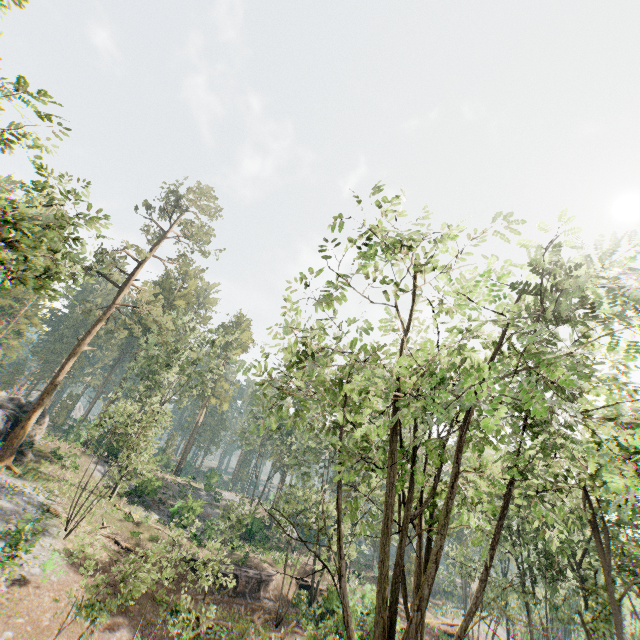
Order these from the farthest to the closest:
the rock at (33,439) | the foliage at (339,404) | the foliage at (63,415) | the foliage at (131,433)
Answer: the foliage at (63,415) < the rock at (33,439) < the foliage at (131,433) < the foliage at (339,404)

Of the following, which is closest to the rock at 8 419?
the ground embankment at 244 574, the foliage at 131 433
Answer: the foliage at 131 433

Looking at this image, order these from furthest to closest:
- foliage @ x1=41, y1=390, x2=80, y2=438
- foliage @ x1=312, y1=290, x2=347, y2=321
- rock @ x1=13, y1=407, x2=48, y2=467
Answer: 1. foliage @ x1=41, y1=390, x2=80, y2=438
2. rock @ x1=13, y1=407, x2=48, y2=467
3. foliage @ x1=312, y1=290, x2=347, y2=321

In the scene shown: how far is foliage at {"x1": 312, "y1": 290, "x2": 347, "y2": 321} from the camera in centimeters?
823cm

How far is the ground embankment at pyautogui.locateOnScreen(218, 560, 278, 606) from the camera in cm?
2614

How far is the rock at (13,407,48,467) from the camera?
26.92m

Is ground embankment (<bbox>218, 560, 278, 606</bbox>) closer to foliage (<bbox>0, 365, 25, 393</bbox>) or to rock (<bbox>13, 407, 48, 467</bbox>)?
foliage (<bbox>0, 365, 25, 393</bbox>)

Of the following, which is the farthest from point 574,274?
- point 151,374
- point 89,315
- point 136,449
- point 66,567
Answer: point 89,315
